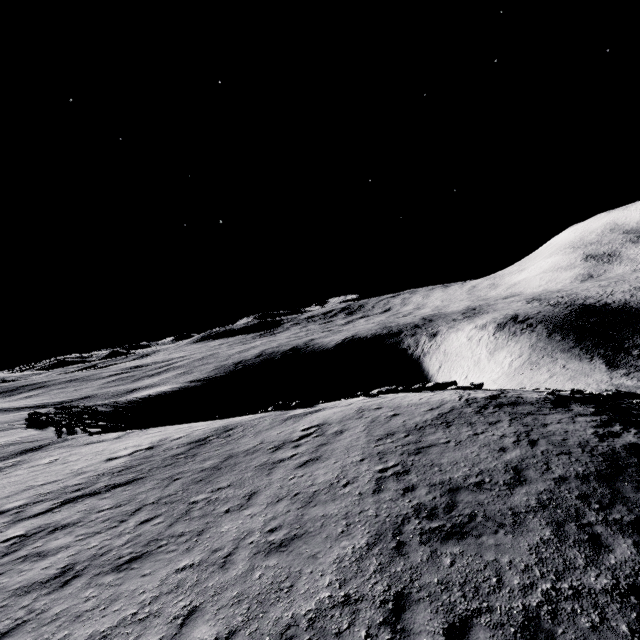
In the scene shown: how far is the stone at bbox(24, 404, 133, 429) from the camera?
28.60m

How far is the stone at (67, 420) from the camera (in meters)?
28.60

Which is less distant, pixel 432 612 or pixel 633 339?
pixel 432 612
